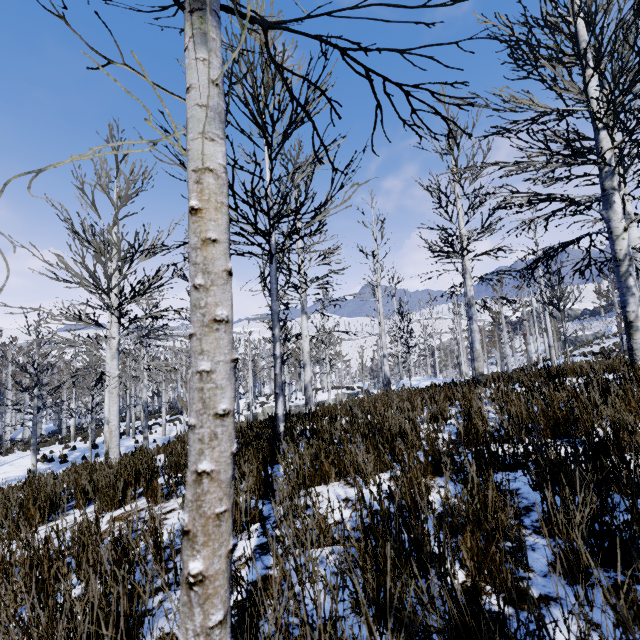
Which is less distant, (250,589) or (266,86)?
(250,589)
